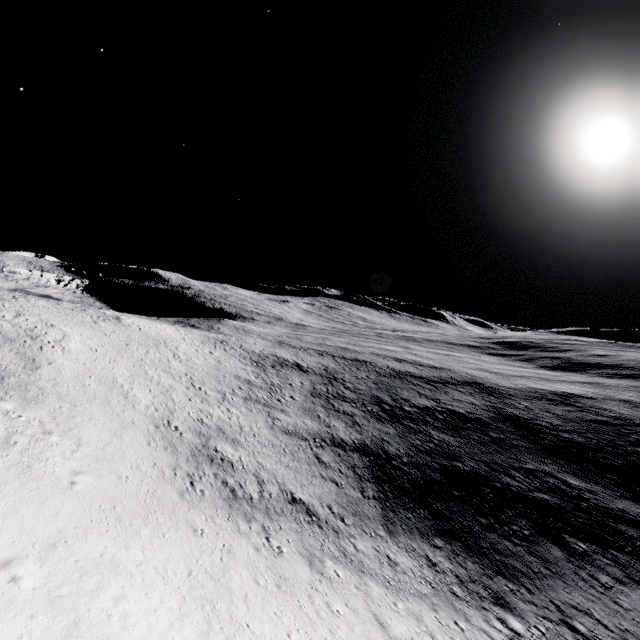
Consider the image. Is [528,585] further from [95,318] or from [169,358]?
[95,318]
